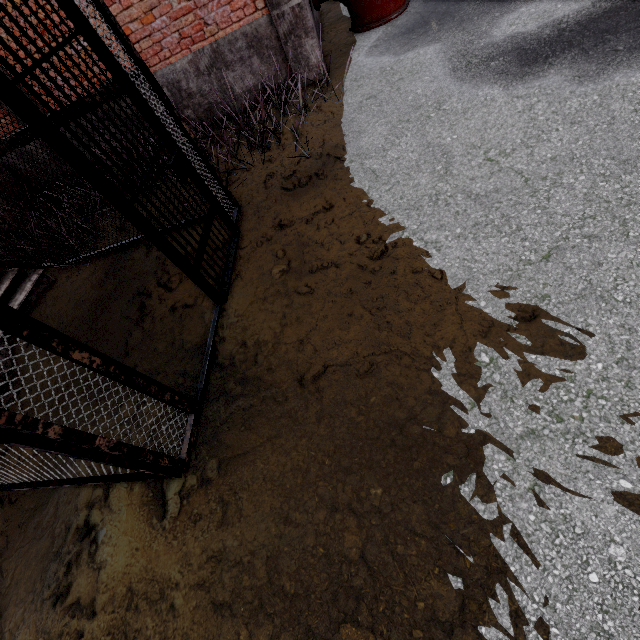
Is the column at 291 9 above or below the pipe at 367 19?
above

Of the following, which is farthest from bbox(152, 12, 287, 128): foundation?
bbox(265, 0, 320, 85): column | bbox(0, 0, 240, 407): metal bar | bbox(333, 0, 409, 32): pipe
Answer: bbox(0, 0, 240, 407): metal bar

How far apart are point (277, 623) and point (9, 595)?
2.41m

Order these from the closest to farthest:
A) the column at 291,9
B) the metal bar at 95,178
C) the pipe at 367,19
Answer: the metal bar at 95,178, the column at 291,9, the pipe at 367,19

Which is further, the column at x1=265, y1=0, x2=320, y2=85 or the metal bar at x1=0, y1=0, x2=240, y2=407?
the column at x1=265, y1=0, x2=320, y2=85

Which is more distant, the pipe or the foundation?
the pipe

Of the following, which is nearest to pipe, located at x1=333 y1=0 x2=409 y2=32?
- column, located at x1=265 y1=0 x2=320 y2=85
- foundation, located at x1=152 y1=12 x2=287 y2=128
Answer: A: column, located at x1=265 y1=0 x2=320 y2=85

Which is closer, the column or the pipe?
the column
